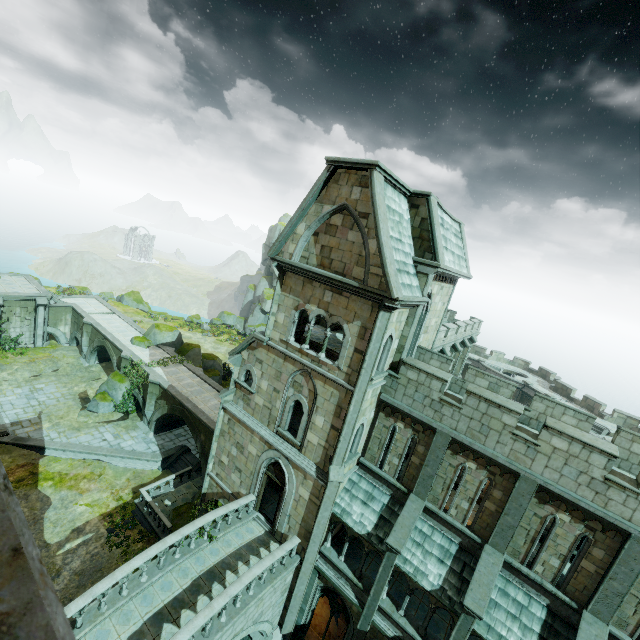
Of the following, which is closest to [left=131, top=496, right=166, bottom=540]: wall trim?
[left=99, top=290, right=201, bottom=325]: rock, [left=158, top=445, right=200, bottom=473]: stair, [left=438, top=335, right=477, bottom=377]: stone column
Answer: [left=158, top=445, right=200, bottom=473]: stair

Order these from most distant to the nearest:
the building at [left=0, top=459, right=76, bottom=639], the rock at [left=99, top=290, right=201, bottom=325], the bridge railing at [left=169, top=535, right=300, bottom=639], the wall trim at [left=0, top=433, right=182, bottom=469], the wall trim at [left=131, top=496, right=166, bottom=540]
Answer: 1. the rock at [left=99, top=290, right=201, bottom=325]
2. the wall trim at [left=0, top=433, right=182, bottom=469]
3. the wall trim at [left=131, top=496, right=166, bottom=540]
4. the bridge railing at [left=169, top=535, right=300, bottom=639]
5. the building at [left=0, top=459, right=76, bottom=639]

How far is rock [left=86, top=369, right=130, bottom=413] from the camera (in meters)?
28.11

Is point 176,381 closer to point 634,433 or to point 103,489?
point 103,489

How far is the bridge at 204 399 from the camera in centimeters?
2384cm

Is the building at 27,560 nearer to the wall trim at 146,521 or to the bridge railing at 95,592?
the bridge railing at 95,592

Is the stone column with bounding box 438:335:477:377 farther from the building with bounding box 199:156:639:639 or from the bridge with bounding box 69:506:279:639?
the bridge with bounding box 69:506:279:639

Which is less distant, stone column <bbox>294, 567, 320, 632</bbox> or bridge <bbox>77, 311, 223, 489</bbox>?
stone column <bbox>294, 567, 320, 632</bbox>
